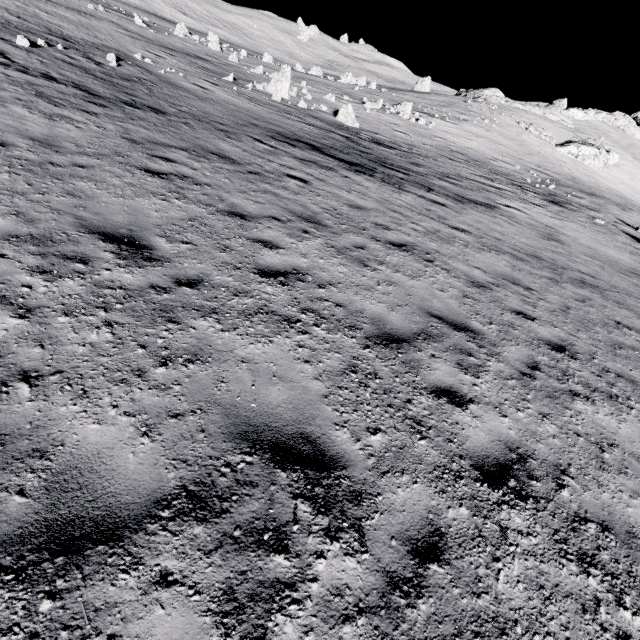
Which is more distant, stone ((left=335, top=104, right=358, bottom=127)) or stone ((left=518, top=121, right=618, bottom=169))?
stone ((left=518, top=121, right=618, bottom=169))

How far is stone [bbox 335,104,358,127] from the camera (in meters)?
23.70

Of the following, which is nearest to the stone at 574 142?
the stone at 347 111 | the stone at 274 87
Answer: the stone at 347 111

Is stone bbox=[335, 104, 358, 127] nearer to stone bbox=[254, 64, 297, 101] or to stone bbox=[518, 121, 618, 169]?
stone bbox=[254, 64, 297, 101]

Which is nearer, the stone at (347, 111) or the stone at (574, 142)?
the stone at (347, 111)

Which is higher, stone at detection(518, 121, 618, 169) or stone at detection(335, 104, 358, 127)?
stone at detection(518, 121, 618, 169)

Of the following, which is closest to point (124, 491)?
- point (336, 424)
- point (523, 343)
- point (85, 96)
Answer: point (336, 424)

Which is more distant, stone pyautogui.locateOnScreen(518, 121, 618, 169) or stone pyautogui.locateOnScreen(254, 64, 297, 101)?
stone pyautogui.locateOnScreen(518, 121, 618, 169)
